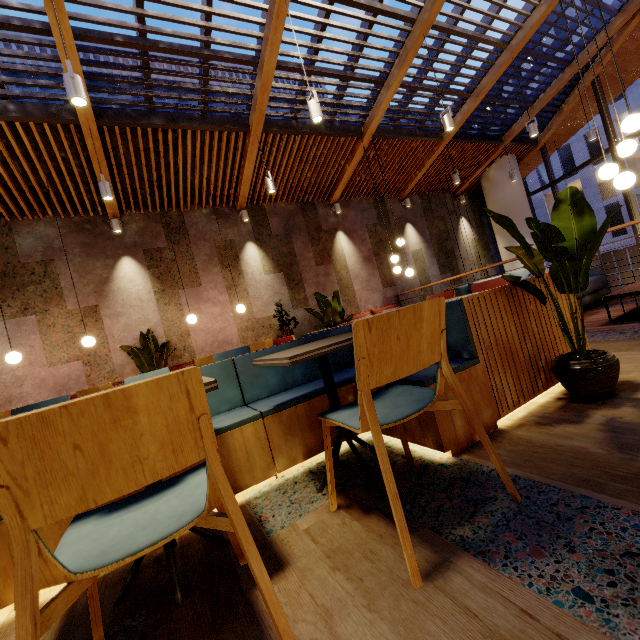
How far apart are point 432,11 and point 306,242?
5.0m

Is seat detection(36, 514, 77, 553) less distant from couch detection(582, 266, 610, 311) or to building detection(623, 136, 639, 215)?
couch detection(582, 266, 610, 311)

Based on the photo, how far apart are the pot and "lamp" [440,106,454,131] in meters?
5.0

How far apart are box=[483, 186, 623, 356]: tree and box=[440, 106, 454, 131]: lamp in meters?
4.4

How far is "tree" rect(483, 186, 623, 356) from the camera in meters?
1.8

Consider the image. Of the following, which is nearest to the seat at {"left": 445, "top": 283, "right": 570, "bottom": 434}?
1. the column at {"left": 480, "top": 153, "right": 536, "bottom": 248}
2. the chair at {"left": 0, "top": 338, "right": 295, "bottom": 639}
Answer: the chair at {"left": 0, "top": 338, "right": 295, "bottom": 639}

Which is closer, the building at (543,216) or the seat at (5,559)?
the seat at (5,559)

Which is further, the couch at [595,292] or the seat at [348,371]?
the couch at [595,292]
